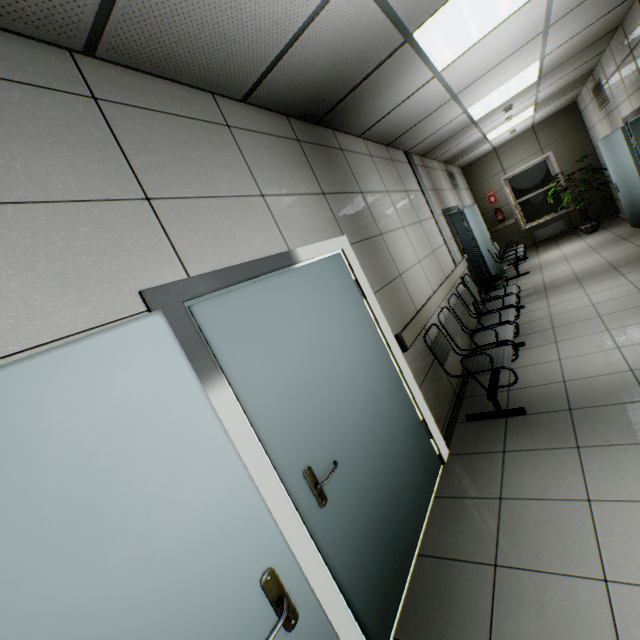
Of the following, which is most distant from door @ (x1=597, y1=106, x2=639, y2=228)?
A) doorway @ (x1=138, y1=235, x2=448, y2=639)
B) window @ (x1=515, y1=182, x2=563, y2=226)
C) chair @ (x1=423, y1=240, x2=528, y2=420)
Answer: doorway @ (x1=138, y1=235, x2=448, y2=639)

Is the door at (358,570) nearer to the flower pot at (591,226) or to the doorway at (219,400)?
the doorway at (219,400)

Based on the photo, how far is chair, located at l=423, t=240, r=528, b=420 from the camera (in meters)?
3.07

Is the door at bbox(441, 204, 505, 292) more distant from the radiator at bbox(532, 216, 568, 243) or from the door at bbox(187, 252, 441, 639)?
the door at bbox(187, 252, 441, 639)

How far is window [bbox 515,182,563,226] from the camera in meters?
9.4 m

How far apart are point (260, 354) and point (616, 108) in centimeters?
819cm

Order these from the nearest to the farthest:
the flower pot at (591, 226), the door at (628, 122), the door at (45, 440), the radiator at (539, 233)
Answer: the door at (45, 440), the door at (628, 122), the flower pot at (591, 226), the radiator at (539, 233)

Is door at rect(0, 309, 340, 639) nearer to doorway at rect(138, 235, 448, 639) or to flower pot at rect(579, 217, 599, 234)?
doorway at rect(138, 235, 448, 639)
